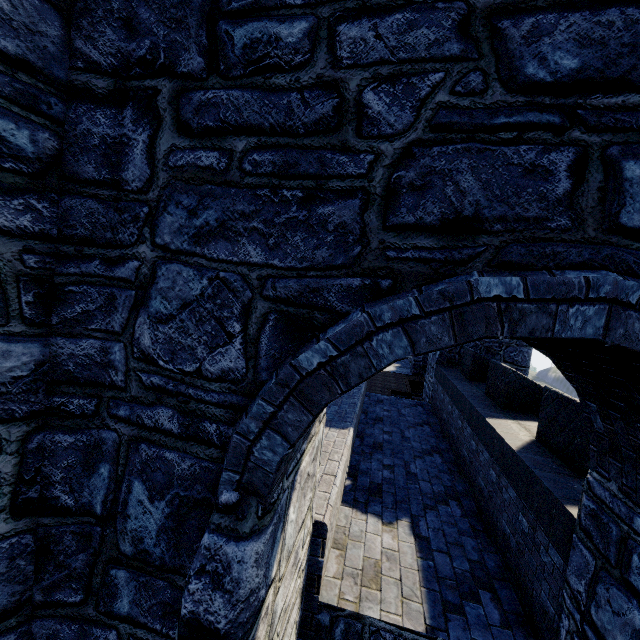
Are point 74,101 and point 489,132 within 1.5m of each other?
no
